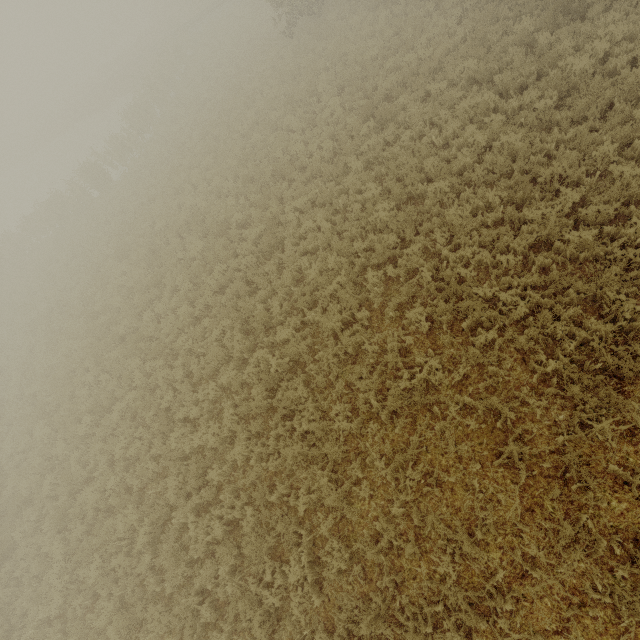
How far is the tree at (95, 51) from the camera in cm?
5810

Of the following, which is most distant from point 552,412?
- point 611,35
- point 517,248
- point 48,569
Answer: point 48,569

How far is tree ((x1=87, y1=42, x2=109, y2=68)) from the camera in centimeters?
5810cm
